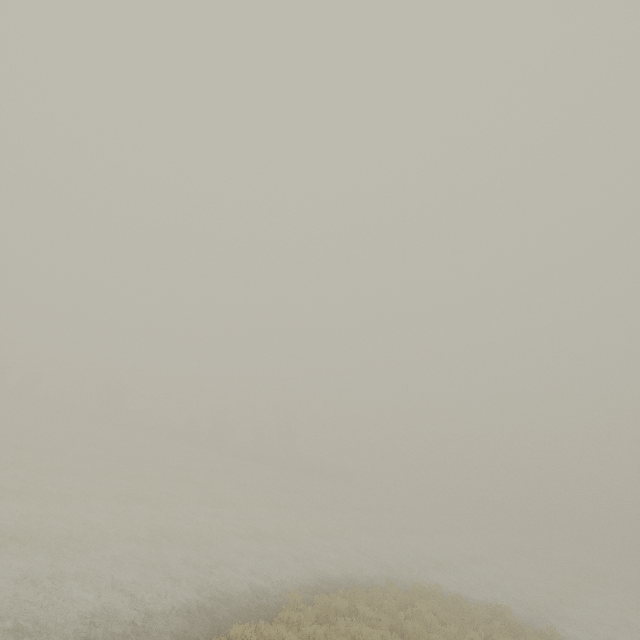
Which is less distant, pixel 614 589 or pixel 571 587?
pixel 571 587
